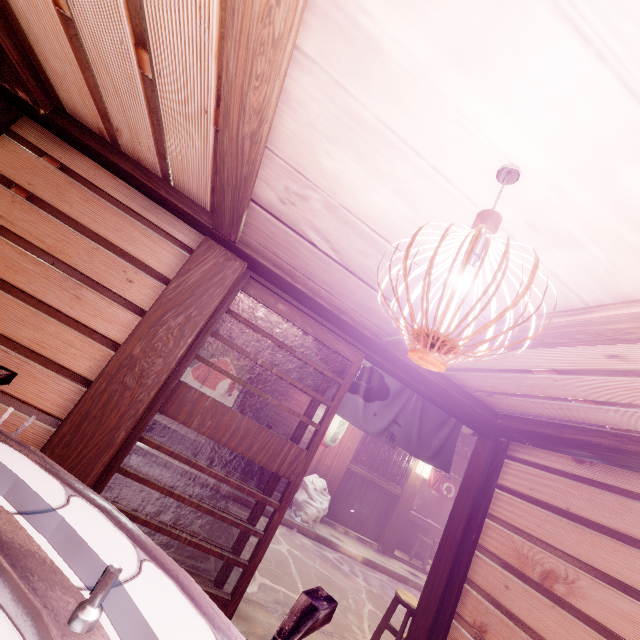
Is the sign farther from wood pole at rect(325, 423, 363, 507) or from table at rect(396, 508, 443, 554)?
table at rect(396, 508, 443, 554)

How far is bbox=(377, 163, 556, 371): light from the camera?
1.28m

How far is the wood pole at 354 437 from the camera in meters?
15.1 m

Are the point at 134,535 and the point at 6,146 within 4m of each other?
no

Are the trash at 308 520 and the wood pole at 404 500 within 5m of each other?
yes

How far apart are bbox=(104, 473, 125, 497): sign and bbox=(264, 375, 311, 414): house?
8.0m

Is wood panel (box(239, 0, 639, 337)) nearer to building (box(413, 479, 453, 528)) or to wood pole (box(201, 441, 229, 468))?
wood pole (box(201, 441, 229, 468))

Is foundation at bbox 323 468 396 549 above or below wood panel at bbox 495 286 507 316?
below
